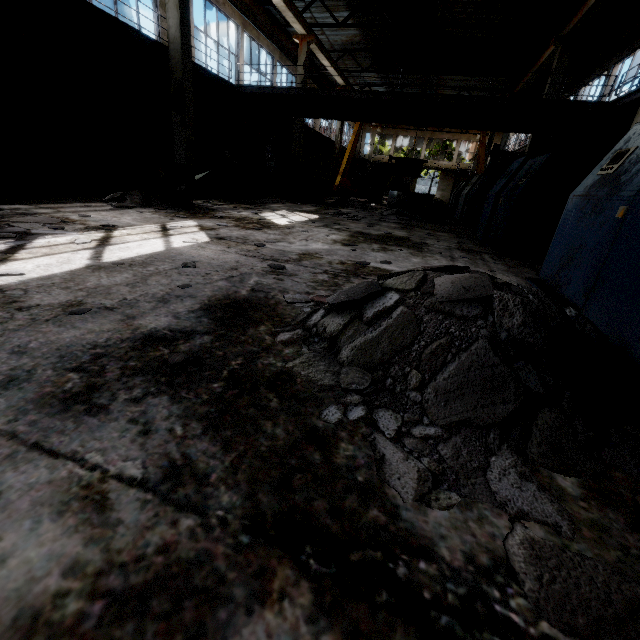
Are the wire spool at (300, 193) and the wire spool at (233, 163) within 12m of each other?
yes

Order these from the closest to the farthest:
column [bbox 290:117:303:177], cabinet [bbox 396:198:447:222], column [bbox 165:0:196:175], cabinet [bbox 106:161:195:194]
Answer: cabinet [bbox 106:161:195:194]
column [bbox 165:0:196:175]
cabinet [bbox 396:198:447:222]
column [bbox 290:117:303:177]

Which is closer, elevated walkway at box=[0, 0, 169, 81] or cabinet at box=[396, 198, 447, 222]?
elevated walkway at box=[0, 0, 169, 81]

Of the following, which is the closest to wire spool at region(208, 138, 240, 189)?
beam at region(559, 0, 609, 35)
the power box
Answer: the power box

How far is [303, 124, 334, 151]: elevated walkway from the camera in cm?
2173

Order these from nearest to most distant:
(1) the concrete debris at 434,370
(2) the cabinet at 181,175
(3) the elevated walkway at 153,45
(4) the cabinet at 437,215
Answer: (1) the concrete debris at 434,370, (2) the cabinet at 181,175, (3) the elevated walkway at 153,45, (4) the cabinet at 437,215

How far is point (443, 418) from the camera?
1.3m

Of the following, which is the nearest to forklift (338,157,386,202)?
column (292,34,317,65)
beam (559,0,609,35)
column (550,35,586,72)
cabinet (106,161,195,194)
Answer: column (292,34,317,65)
